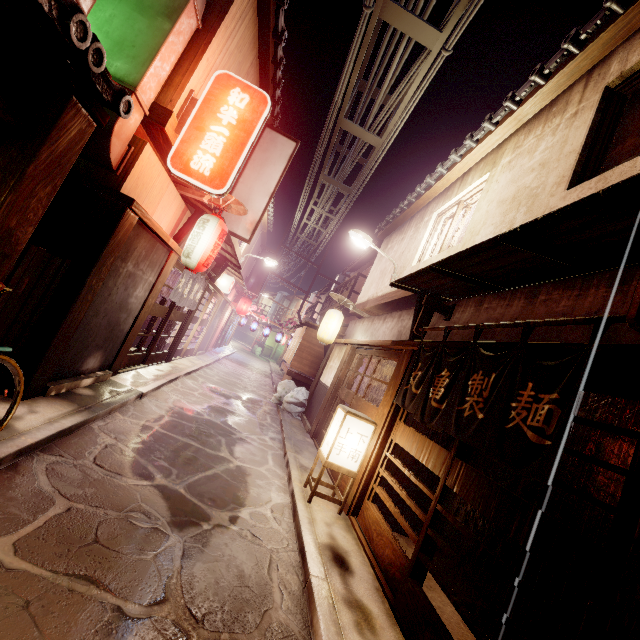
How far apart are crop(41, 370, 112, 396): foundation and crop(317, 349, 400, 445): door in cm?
871

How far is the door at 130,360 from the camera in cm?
1380

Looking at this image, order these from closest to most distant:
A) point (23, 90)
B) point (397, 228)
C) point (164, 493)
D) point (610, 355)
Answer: point (610, 355), point (23, 90), point (164, 493), point (397, 228)

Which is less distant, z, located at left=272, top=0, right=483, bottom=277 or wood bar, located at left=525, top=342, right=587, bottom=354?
wood bar, located at left=525, top=342, right=587, bottom=354

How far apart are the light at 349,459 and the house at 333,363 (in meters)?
7.03

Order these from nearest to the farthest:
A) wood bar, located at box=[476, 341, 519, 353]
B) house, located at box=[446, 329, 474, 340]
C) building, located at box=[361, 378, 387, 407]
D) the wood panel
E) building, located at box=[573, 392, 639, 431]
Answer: the wood panel → wood bar, located at box=[476, 341, 519, 353] → building, located at box=[573, 392, 639, 431] → house, located at box=[446, 329, 474, 340] → building, located at box=[361, 378, 387, 407]

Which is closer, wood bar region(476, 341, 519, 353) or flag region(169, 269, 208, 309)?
wood bar region(476, 341, 519, 353)

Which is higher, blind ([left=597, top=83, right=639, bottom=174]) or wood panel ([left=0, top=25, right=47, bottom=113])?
blind ([left=597, top=83, right=639, bottom=174])
